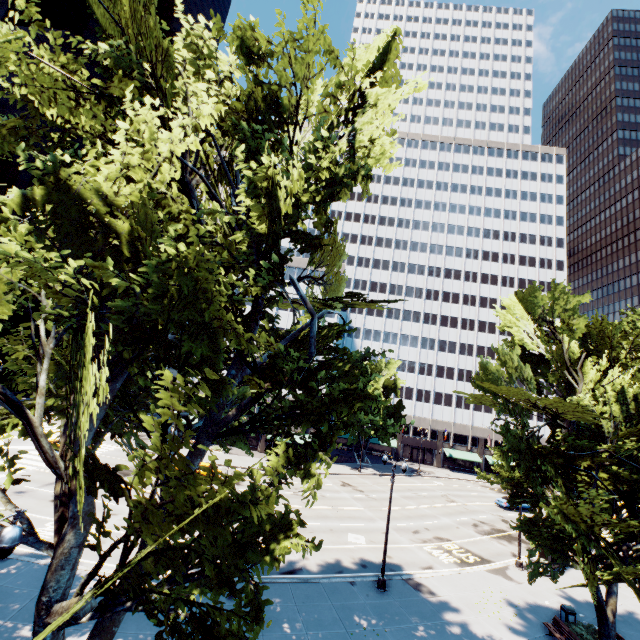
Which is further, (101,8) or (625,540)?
(625,540)

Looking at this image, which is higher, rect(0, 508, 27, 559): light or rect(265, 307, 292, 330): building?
rect(265, 307, 292, 330): building

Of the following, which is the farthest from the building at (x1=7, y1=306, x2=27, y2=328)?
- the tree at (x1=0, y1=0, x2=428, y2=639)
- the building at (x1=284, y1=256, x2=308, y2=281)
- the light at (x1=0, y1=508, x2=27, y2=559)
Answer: the light at (x1=0, y1=508, x2=27, y2=559)

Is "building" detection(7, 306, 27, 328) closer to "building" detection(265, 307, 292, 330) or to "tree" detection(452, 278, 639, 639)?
"building" detection(265, 307, 292, 330)

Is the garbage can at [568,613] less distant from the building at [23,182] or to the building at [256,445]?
the building at [256,445]

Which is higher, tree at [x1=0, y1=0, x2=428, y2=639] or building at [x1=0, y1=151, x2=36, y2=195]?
building at [x1=0, y1=151, x2=36, y2=195]

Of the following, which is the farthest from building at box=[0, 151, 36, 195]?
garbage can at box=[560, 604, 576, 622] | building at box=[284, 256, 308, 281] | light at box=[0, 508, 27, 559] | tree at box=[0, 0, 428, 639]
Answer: garbage can at box=[560, 604, 576, 622]

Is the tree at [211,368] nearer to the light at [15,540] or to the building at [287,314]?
the building at [287,314]
